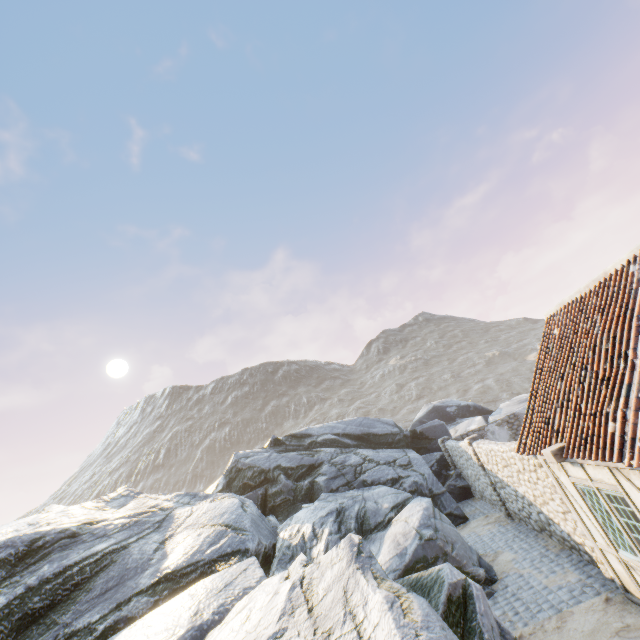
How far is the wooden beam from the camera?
6.5 meters

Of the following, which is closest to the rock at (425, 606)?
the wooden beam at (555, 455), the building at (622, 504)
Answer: the building at (622, 504)

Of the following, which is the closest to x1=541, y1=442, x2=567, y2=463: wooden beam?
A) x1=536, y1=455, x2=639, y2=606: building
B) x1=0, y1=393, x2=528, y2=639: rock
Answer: x1=536, y1=455, x2=639, y2=606: building

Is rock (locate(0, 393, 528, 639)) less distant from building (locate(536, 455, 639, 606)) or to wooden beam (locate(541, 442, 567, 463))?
building (locate(536, 455, 639, 606))

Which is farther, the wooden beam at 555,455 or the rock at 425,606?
the wooden beam at 555,455

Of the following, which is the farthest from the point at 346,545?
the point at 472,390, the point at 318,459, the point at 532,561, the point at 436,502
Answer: the point at 472,390
